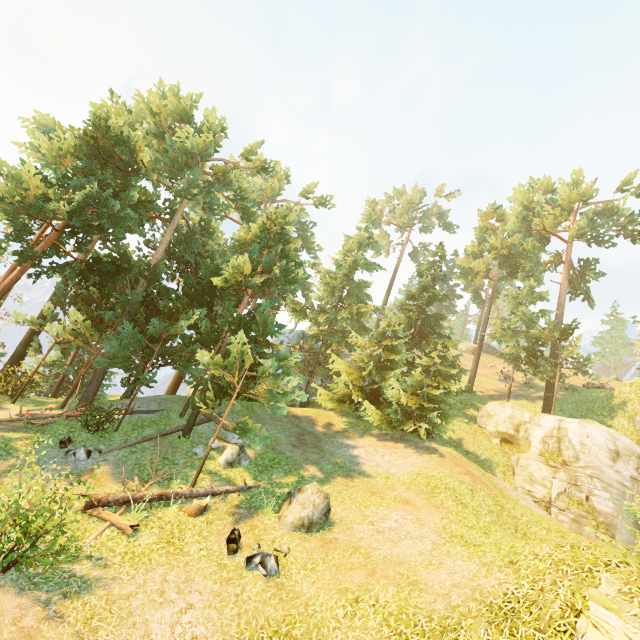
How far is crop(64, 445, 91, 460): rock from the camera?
13.4m

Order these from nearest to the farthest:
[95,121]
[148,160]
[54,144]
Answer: [95,121] < [54,144] < [148,160]

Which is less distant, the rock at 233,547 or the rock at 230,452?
the rock at 233,547

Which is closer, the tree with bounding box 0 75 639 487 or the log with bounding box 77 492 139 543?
the log with bounding box 77 492 139 543

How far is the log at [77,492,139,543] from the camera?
9.9 meters

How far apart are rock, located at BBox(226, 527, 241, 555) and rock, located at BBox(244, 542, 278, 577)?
0.39m

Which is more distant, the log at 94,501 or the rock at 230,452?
the rock at 230,452

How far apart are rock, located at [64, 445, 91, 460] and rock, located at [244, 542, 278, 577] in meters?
8.5
